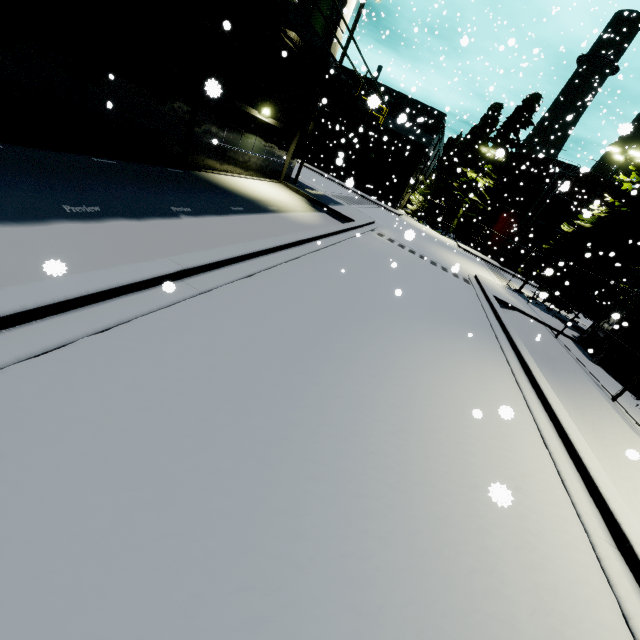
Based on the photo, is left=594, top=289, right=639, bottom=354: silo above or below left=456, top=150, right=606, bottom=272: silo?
below

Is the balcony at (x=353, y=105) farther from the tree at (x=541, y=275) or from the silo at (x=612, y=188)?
the tree at (x=541, y=275)

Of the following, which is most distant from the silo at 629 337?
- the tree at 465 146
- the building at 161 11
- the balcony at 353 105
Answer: the balcony at 353 105

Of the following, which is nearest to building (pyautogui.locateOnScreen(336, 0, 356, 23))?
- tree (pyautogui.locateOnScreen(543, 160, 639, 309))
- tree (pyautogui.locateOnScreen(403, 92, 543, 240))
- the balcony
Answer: the balcony

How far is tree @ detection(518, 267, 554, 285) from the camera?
6.4 meters

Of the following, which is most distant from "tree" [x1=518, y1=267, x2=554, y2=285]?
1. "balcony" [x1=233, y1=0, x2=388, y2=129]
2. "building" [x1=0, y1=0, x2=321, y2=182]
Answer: "balcony" [x1=233, y1=0, x2=388, y2=129]

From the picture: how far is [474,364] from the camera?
7.86m

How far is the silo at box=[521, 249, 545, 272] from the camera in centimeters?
3762cm
